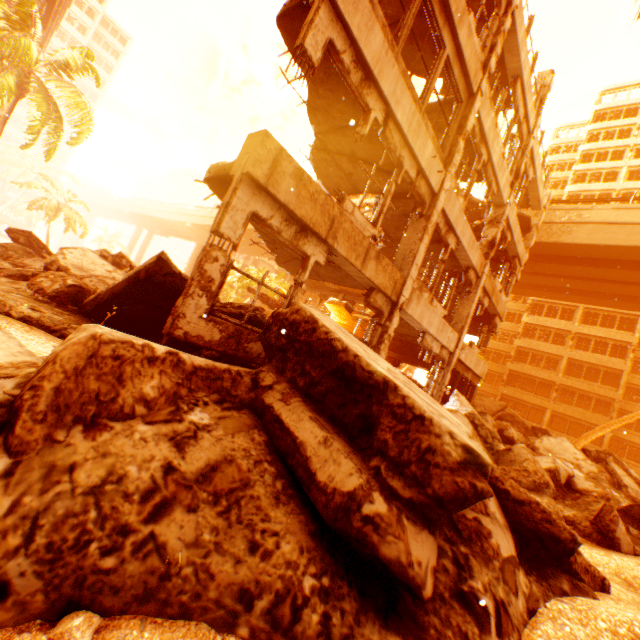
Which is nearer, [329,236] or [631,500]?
[329,236]

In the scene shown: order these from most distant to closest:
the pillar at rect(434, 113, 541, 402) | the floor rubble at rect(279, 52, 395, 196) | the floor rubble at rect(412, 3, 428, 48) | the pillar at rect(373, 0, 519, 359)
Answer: the pillar at rect(434, 113, 541, 402) < the pillar at rect(373, 0, 519, 359) < the floor rubble at rect(412, 3, 428, 48) < the floor rubble at rect(279, 52, 395, 196)

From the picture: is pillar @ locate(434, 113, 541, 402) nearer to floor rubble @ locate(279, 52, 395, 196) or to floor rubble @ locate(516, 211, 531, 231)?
floor rubble @ locate(516, 211, 531, 231)

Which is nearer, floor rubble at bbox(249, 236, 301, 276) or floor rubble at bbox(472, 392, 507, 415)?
floor rubble at bbox(249, 236, 301, 276)

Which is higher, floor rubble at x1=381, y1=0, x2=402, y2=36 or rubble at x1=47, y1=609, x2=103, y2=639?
floor rubble at x1=381, y1=0, x2=402, y2=36

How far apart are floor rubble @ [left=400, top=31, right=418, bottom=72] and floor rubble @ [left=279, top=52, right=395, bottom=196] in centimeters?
245cm

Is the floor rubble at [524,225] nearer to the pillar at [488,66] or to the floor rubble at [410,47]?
the pillar at [488,66]

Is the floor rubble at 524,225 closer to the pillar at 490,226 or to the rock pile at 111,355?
the pillar at 490,226
